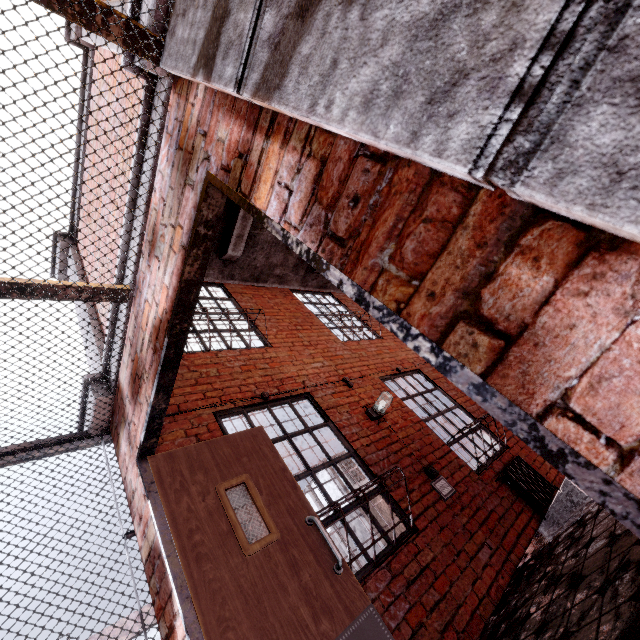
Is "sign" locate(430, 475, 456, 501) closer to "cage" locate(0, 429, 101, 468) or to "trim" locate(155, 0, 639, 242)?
"trim" locate(155, 0, 639, 242)

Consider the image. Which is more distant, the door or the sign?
the sign

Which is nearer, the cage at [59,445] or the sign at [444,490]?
the cage at [59,445]

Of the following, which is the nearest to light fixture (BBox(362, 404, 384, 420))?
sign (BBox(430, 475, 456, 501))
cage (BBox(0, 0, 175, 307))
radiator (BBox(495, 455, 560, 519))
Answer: sign (BBox(430, 475, 456, 501))

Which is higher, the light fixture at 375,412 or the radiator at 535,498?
the light fixture at 375,412

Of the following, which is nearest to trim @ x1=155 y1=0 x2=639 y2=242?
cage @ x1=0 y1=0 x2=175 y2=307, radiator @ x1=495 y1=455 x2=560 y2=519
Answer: cage @ x1=0 y1=0 x2=175 y2=307

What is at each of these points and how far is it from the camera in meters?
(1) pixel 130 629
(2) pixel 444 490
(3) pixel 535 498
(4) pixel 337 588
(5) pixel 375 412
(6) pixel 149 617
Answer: (1) cage, 2.0 m
(2) sign, 3.8 m
(3) radiator, 4.2 m
(4) door, 2.1 m
(5) light fixture, 4.5 m
(6) cage, 2.1 m

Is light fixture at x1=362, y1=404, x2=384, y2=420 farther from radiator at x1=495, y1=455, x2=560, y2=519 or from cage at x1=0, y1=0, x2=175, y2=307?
cage at x1=0, y1=0, x2=175, y2=307
